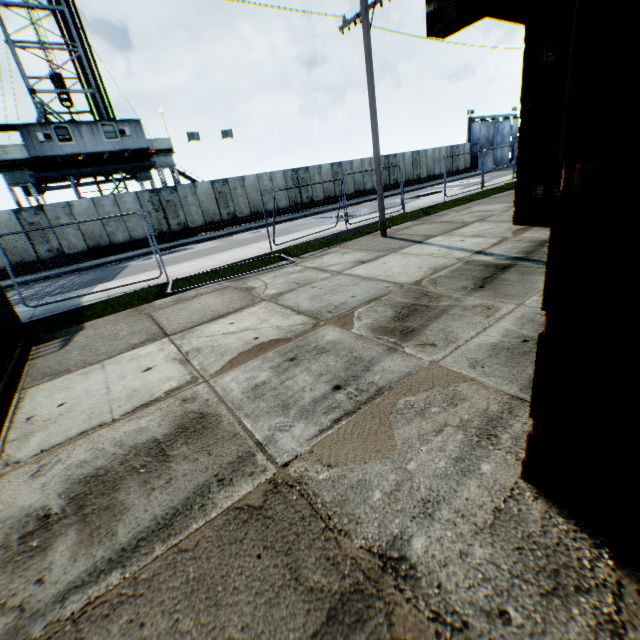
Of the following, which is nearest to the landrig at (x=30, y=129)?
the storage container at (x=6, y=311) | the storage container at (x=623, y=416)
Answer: the storage container at (x=6, y=311)

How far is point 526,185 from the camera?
8.66m

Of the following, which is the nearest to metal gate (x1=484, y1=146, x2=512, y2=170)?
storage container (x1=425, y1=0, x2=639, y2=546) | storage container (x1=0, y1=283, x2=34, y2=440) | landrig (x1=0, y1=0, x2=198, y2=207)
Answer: landrig (x1=0, y1=0, x2=198, y2=207)

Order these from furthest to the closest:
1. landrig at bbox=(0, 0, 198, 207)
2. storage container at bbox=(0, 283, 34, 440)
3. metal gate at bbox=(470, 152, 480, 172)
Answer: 1. metal gate at bbox=(470, 152, 480, 172)
2. landrig at bbox=(0, 0, 198, 207)
3. storage container at bbox=(0, 283, 34, 440)

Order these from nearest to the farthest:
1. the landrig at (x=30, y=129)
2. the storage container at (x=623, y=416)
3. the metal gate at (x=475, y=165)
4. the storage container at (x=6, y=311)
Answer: the storage container at (x=623, y=416)
the storage container at (x=6, y=311)
the landrig at (x=30, y=129)
the metal gate at (x=475, y=165)

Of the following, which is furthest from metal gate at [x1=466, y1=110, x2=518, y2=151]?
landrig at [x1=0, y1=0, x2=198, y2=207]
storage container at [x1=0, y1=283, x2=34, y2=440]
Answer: storage container at [x1=0, y1=283, x2=34, y2=440]
